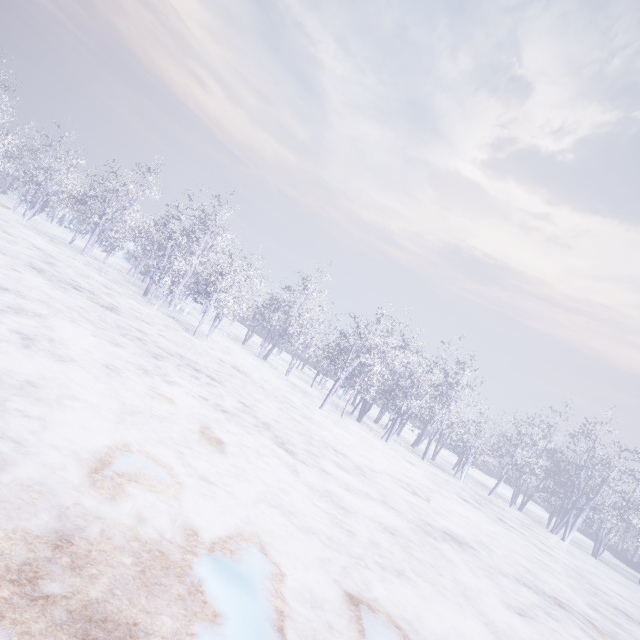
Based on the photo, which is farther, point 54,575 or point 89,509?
point 89,509
